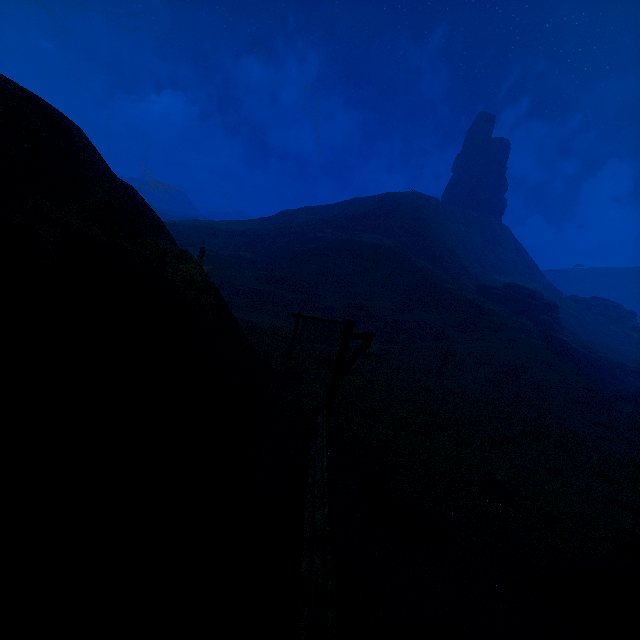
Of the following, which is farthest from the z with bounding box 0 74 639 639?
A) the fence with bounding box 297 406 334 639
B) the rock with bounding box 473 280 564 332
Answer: the rock with bounding box 473 280 564 332

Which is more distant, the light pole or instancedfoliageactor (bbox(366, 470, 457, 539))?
the light pole

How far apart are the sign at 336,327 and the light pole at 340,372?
6.5 meters

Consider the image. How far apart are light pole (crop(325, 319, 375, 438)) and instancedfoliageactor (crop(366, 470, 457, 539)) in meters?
1.5 m

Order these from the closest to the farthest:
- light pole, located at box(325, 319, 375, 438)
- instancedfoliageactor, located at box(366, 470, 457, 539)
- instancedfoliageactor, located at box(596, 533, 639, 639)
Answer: instancedfoliageactor, located at box(596, 533, 639, 639) → instancedfoliageactor, located at box(366, 470, 457, 539) → light pole, located at box(325, 319, 375, 438)

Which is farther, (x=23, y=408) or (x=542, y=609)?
(x=542, y=609)

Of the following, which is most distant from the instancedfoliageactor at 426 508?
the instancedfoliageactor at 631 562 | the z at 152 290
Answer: the instancedfoliageactor at 631 562

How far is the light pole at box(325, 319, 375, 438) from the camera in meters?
7.4
